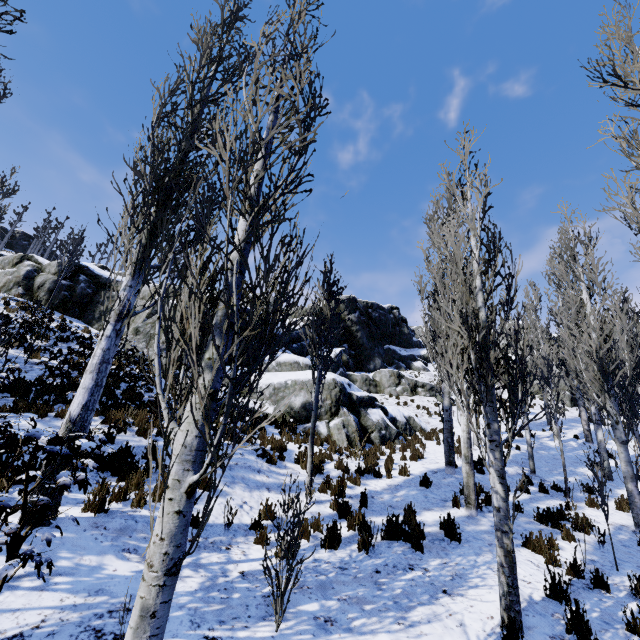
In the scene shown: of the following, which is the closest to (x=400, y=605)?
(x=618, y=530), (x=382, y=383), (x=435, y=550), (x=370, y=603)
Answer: (x=370, y=603)

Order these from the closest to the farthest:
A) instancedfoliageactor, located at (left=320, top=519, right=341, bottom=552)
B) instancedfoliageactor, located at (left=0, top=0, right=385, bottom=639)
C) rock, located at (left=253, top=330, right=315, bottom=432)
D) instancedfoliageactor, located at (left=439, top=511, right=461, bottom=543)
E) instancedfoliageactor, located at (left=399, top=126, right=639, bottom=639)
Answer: instancedfoliageactor, located at (left=0, top=0, right=385, bottom=639) < instancedfoliageactor, located at (left=399, top=126, right=639, bottom=639) < instancedfoliageactor, located at (left=320, top=519, right=341, bottom=552) < instancedfoliageactor, located at (left=439, top=511, right=461, bottom=543) < rock, located at (left=253, top=330, right=315, bottom=432)

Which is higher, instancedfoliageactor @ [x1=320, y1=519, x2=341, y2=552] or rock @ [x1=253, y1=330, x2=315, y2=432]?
rock @ [x1=253, y1=330, x2=315, y2=432]

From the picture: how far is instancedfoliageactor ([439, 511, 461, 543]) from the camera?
6.2m

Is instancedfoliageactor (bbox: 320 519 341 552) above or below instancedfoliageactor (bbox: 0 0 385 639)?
below

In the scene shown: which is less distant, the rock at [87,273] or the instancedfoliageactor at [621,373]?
the instancedfoliageactor at [621,373]

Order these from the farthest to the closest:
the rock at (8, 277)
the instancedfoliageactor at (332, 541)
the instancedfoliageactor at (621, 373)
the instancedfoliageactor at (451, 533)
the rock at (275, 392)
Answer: the rock at (8, 277) → the rock at (275, 392) → the instancedfoliageactor at (451, 533) → the instancedfoliageactor at (332, 541) → the instancedfoliageactor at (621, 373)

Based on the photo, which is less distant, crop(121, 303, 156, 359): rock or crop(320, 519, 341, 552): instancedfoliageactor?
crop(320, 519, 341, 552): instancedfoliageactor
